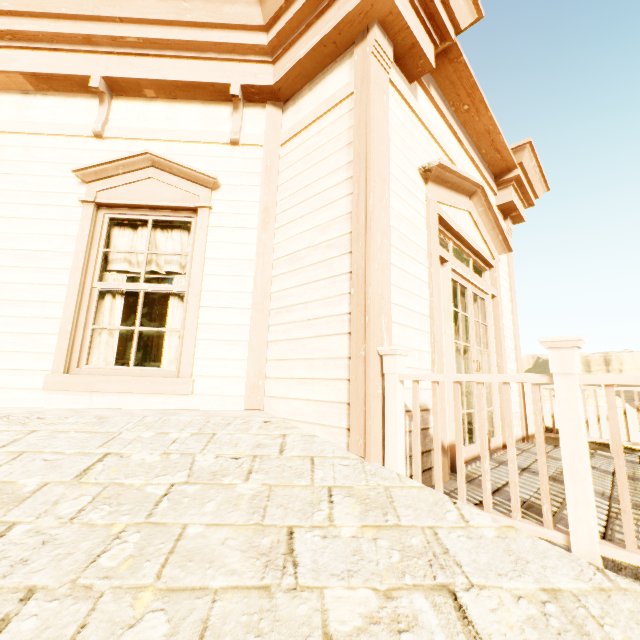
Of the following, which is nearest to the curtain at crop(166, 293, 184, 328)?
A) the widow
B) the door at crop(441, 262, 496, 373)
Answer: the widow

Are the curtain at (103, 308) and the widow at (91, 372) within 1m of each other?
yes

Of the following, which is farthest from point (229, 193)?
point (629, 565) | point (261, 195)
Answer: point (629, 565)

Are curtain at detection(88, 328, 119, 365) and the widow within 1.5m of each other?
yes

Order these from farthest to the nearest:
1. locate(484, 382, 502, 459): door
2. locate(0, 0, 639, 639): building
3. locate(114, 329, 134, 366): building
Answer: locate(114, 329, 134, 366): building, locate(484, 382, 502, 459): door, locate(0, 0, 639, 639): building

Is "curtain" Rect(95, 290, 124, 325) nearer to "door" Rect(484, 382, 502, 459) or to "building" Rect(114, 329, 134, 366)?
"building" Rect(114, 329, 134, 366)

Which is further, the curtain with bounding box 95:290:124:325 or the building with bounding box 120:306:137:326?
the building with bounding box 120:306:137:326

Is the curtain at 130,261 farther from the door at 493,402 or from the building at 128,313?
the door at 493,402
